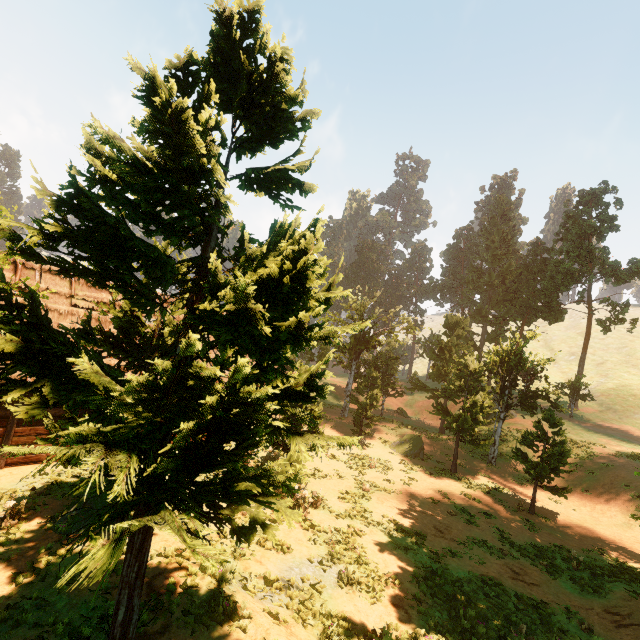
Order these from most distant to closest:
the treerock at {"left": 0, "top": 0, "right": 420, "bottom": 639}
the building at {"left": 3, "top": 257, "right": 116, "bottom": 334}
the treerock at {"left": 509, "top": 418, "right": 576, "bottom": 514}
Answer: the treerock at {"left": 509, "top": 418, "right": 576, "bottom": 514} < the building at {"left": 3, "top": 257, "right": 116, "bottom": 334} < the treerock at {"left": 0, "top": 0, "right": 420, "bottom": 639}

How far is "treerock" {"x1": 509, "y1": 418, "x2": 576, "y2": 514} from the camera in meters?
18.4

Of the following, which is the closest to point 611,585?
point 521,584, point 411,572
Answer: point 521,584

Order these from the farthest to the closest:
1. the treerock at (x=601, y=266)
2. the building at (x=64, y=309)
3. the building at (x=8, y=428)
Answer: the treerock at (x=601, y=266), the building at (x=64, y=309), the building at (x=8, y=428)

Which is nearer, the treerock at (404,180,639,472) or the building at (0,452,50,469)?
the building at (0,452,50,469)

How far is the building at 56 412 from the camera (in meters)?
12.67

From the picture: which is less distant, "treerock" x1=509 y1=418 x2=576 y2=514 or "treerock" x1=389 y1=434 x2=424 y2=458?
"treerock" x1=509 y1=418 x2=576 y2=514
